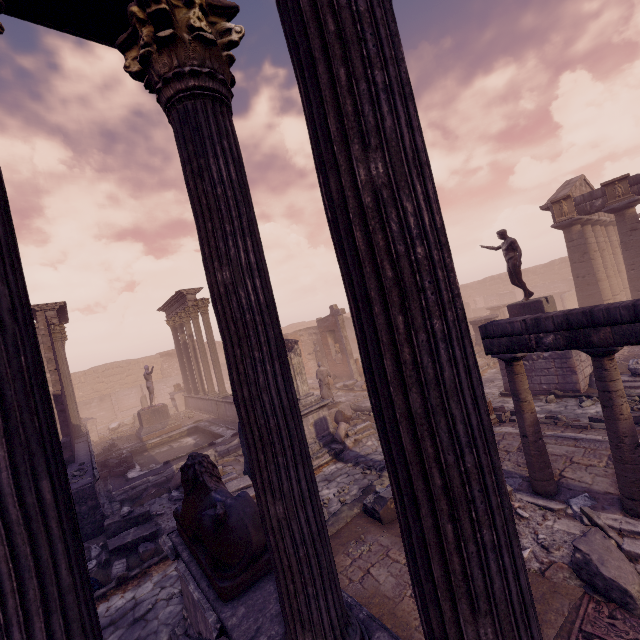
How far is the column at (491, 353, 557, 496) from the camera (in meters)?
5.46

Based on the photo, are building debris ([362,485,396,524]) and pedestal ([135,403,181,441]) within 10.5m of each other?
no

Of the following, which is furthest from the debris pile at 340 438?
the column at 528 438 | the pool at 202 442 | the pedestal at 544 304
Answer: the pedestal at 544 304

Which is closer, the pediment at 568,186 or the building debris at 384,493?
the building debris at 384,493

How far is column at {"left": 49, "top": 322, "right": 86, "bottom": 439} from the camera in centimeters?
1503cm

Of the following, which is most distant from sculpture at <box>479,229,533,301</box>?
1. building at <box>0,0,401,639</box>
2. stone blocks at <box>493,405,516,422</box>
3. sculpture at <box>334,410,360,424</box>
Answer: building at <box>0,0,401,639</box>

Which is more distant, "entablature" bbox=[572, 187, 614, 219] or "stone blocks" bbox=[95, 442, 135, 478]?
"entablature" bbox=[572, 187, 614, 219]

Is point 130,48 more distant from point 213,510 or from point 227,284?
point 213,510
